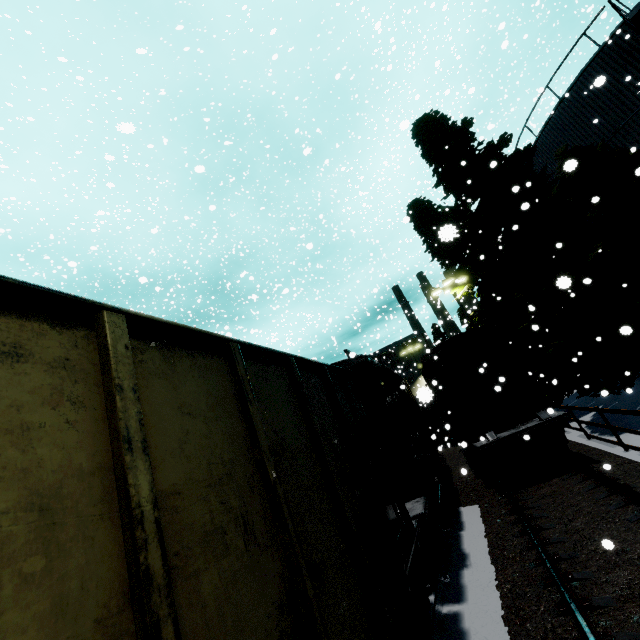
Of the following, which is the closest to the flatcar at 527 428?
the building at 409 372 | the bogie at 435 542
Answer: the bogie at 435 542

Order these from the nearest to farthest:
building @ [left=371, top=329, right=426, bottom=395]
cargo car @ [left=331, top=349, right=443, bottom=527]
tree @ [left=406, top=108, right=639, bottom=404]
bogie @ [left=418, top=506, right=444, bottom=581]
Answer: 1. bogie @ [left=418, top=506, right=444, bottom=581]
2. cargo car @ [left=331, top=349, right=443, bottom=527]
3. tree @ [left=406, top=108, right=639, bottom=404]
4. building @ [left=371, top=329, right=426, bottom=395]

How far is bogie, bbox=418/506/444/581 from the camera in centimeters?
611cm

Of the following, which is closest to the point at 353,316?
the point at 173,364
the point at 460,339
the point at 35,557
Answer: the point at 460,339

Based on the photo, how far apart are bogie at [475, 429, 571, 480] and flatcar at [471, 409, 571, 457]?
0.0 meters

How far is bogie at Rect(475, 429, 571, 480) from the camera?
9.97m

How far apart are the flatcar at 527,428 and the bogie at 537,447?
0.0 meters

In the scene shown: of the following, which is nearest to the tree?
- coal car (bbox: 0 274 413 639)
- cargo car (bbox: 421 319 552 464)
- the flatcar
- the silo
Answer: the silo
